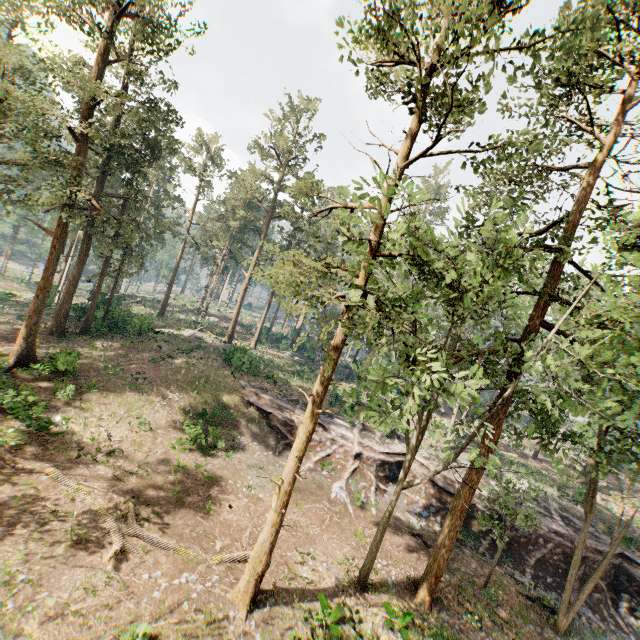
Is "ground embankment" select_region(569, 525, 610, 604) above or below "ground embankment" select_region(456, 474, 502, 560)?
above

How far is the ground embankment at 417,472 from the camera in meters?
26.2 m

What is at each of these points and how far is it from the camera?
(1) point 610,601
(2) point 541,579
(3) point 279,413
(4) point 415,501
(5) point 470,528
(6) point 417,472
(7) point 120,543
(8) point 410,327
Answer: (1) ground embankment, 21.8m
(2) ground embankment, 22.0m
(3) ground embankment, 27.4m
(4) ground embankment, 25.4m
(5) ground embankment, 23.8m
(6) ground embankment, 26.5m
(7) foliage, 13.2m
(8) foliage, 12.2m

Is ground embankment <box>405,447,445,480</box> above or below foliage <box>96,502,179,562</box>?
above

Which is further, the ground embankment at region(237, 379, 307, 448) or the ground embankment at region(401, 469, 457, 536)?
the ground embankment at region(237, 379, 307, 448)

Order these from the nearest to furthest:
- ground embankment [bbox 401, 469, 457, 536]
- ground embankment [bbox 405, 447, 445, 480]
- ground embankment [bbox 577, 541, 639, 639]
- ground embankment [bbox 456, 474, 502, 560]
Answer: ground embankment [bbox 577, 541, 639, 639] → ground embankment [bbox 456, 474, 502, 560] → ground embankment [bbox 401, 469, 457, 536] → ground embankment [bbox 405, 447, 445, 480]
